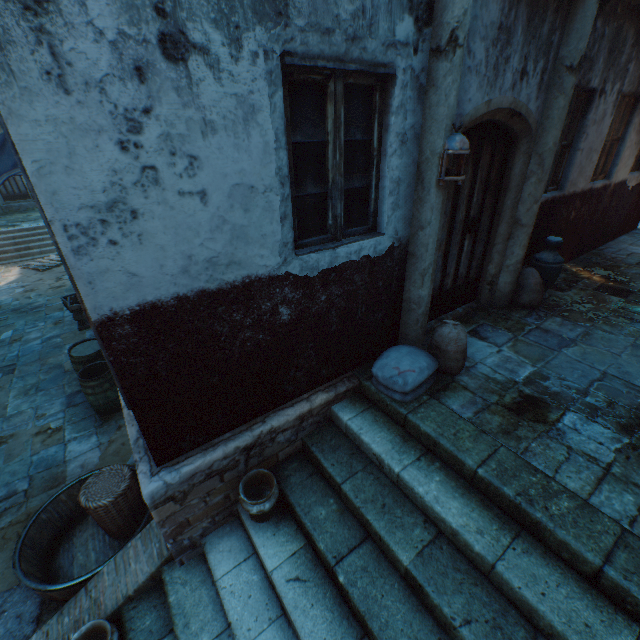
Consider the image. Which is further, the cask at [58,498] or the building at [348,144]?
the cask at [58,498]

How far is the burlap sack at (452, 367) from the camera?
3.2 meters

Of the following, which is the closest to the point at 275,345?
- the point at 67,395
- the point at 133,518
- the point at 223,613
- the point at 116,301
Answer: the point at 116,301

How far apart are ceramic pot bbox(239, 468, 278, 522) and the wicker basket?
1.7m

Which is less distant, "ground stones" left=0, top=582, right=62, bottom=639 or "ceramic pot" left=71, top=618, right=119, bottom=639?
"ceramic pot" left=71, top=618, right=119, bottom=639

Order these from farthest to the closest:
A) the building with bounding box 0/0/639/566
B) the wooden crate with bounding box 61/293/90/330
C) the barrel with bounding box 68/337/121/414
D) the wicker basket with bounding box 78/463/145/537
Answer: the wooden crate with bounding box 61/293/90/330 → the barrel with bounding box 68/337/121/414 → the wicker basket with bounding box 78/463/145/537 → the building with bounding box 0/0/639/566

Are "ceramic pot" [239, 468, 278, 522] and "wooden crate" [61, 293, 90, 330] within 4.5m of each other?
no

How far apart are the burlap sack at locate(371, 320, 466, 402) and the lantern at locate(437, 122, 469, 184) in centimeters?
138cm
